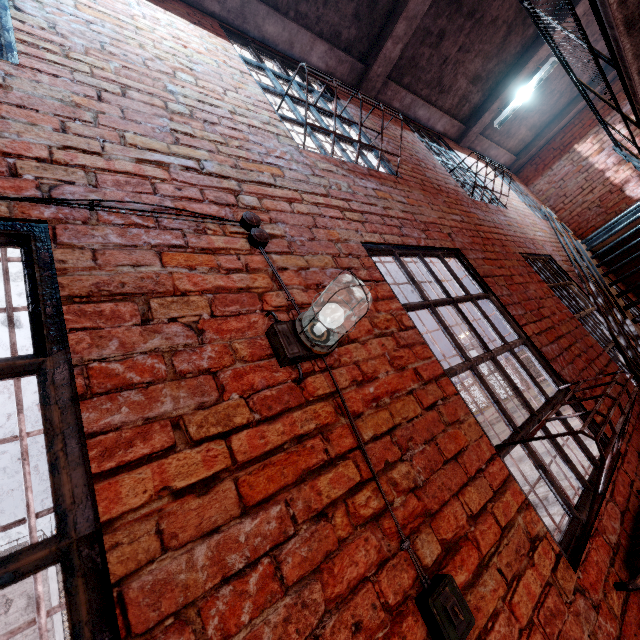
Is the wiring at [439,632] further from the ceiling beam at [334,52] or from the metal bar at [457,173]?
the ceiling beam at [334,52]

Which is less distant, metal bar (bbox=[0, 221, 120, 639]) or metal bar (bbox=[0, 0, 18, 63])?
metal bar (bbox=[0, 221, 120, 639])

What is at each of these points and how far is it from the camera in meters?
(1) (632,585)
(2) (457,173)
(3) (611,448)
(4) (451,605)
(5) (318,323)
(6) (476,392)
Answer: (1) radiator, 1.4 m
(2) metal bar, 5.2 m
(3) metal grid, 1.4 m
(4) light switch, 1.0 m
(5) light fixture, 1.3 m
(6) fence, 29.0 m

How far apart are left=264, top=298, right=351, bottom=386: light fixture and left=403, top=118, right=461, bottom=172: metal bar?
4.1 meters

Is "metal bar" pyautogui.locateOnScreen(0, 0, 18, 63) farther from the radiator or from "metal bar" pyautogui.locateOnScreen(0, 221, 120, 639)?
the radiator

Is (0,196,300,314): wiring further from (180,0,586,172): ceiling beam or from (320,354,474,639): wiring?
(180,0,586,172): ceiling beam

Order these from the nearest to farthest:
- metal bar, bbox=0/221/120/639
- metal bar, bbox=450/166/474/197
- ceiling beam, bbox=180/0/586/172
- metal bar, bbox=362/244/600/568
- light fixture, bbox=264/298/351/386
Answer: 1. metal bar, bbox=0/221/120/639
2. light fixture, bbox=264/298/351/386
3. metal bar, bbox=362/244/600/568
4. ceiling beam, bbox=180/0/586/172
5. metal bar, bbox=450/166/474/197

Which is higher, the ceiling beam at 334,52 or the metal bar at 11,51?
the ceiling beam at 334,52
